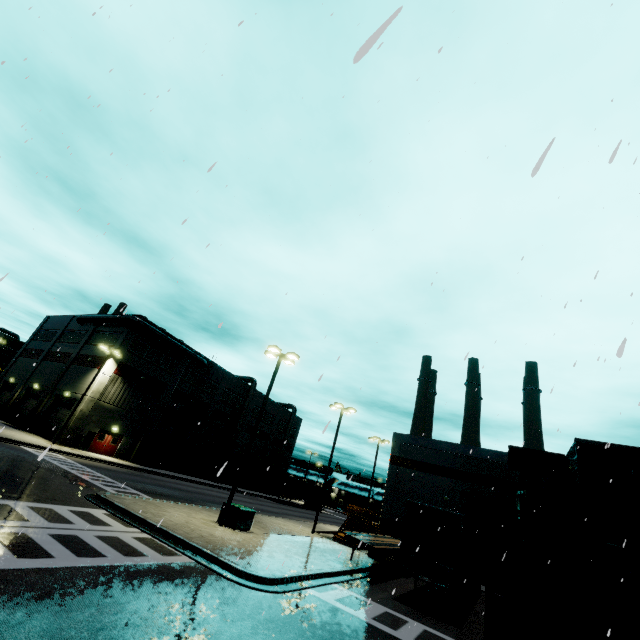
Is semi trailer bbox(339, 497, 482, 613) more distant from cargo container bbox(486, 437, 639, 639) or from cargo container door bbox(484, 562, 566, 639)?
cargo container door bbox(484, 562, 566, 639)

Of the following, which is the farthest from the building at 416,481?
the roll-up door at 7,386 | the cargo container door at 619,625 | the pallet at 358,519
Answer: the cargo container door at 619,625

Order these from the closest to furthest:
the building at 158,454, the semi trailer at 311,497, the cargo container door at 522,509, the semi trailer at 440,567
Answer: the cargo container door at 522,509
the semi trailer at 440,567
the building at 158,454
the semi trailer at 311,497

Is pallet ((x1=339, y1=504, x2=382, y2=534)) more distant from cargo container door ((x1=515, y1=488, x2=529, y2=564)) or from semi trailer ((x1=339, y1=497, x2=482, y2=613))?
cargo container door ((x1=515, y1=488, x2=529, y2=564))

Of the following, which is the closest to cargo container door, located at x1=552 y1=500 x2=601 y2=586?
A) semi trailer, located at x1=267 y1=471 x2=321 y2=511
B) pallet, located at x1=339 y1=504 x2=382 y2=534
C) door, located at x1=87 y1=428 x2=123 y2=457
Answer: pallet, located at x1=339 y1=504 x2=382 y2=534

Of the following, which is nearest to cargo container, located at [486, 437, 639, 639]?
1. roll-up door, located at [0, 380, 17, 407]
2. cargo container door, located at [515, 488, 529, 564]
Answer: cargo container door, located at [515, 488, 529, 564]

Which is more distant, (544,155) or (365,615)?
(365,615)

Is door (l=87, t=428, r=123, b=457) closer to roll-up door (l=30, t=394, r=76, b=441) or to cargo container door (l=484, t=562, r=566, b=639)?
roll-up door (l=30, t=394, r=76, b=441)
